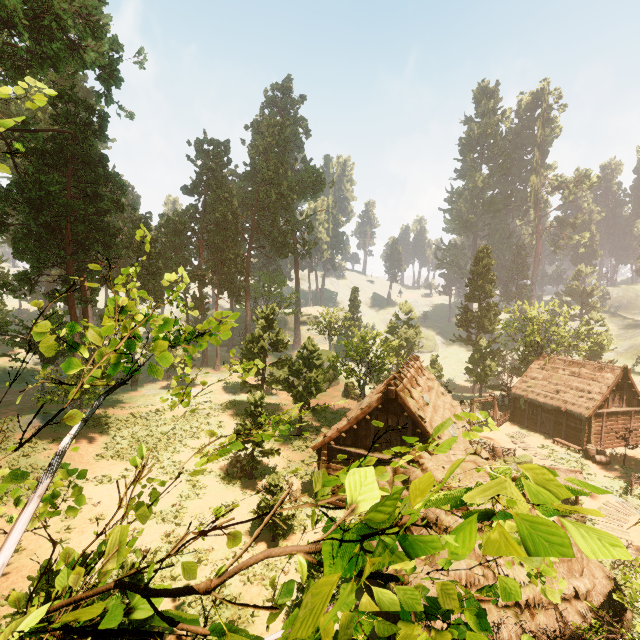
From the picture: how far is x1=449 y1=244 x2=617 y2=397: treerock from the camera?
38.8m

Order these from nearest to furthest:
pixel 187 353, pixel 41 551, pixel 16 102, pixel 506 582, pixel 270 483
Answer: pixel 506 582 → pixel 41 551 → pixel 270 483 → pixel 16 102 → pixel 187 353

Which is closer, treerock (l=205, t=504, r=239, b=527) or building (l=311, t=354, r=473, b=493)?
treerock (l=205, t=504, r=239, b=527)

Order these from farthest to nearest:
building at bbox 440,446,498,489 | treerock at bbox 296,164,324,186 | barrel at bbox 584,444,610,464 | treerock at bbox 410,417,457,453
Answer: treerock at bbox 296,164,324,186, barrel at bbox 584,444,610,464, building at bbox 440,446,498,489, treerock at bbox 410,417,457,453

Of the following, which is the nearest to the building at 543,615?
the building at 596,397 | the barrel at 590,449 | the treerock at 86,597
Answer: the treerock at 86,597

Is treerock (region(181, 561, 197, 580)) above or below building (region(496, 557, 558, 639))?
above

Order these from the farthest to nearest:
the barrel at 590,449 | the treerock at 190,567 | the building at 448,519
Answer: the barrel at 590,449 < the building at 448,519 < the treerock at 190,567
